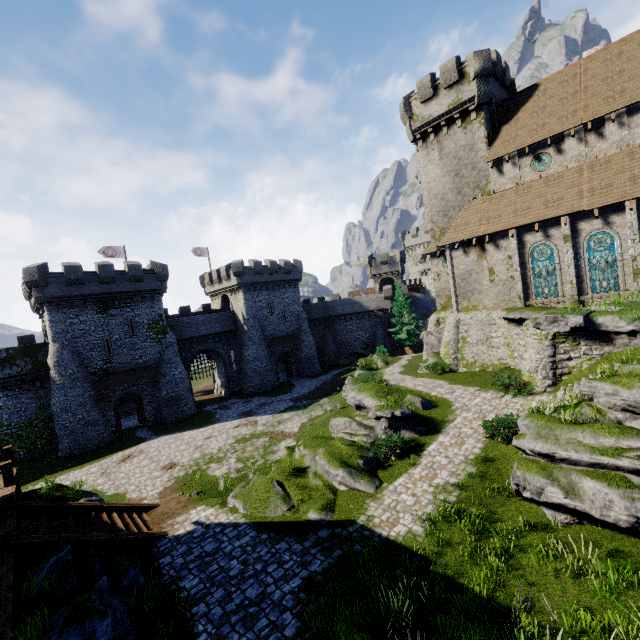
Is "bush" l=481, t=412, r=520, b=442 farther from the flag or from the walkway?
the flag

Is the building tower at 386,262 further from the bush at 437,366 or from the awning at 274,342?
the bush at 437,366

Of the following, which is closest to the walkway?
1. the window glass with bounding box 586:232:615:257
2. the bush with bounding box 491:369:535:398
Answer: the bush with bounding box 491:369:535:398

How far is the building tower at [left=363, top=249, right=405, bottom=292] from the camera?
53.5m

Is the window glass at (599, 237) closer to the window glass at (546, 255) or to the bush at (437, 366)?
the window glass at (546, 255)

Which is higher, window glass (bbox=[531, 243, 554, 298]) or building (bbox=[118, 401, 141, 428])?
window glass (bbox=[531, 243, 554, 298])

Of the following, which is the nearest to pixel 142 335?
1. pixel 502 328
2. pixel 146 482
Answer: pixel 146 482

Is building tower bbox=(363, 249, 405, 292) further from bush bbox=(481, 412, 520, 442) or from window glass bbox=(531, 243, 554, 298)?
bush bbox=(481, 412, 520, 442)
